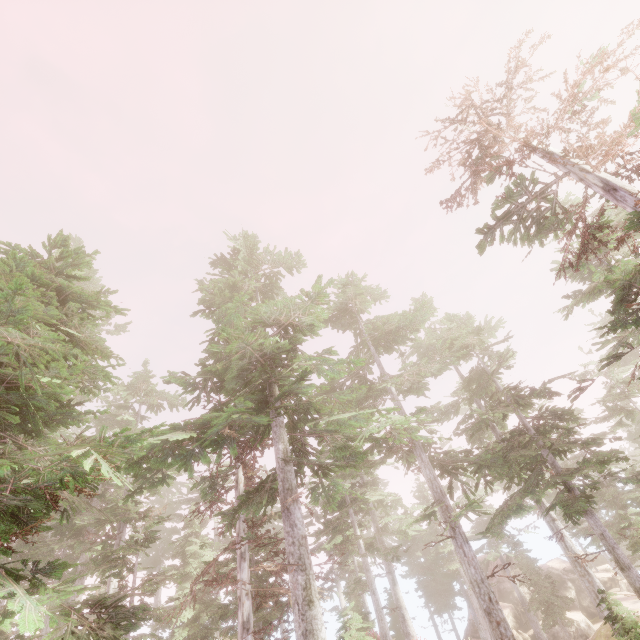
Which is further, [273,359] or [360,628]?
[360,628]

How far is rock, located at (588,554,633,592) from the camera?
36.2 meters

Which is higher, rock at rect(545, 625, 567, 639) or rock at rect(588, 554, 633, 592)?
rock at rect(588, 554, 633, 592)

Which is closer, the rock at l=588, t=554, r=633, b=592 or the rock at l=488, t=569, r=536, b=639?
the rock at l=488, t=569, r=536, b=639

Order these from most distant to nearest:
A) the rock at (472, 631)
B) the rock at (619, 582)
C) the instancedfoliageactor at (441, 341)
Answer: the rock at (619, 582), the rock at (472, 631), the instancedfoliageactor at (441, 341)

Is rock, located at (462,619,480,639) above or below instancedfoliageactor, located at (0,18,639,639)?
below

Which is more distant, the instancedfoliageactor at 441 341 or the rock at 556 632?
the rock at 556 632
